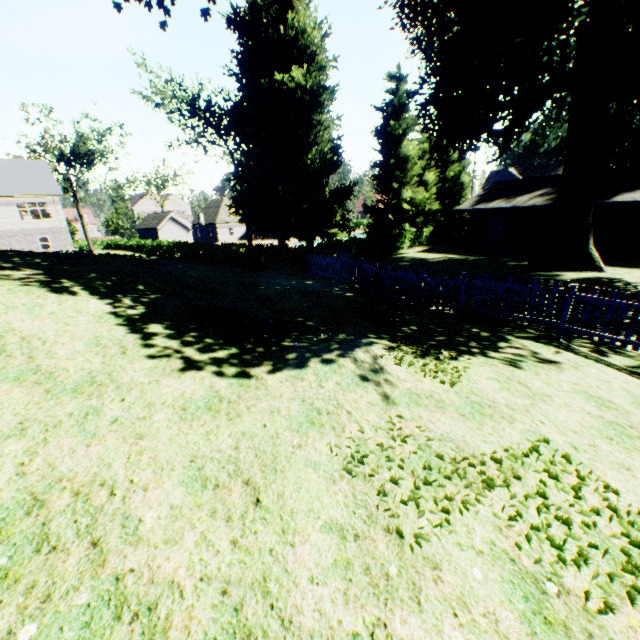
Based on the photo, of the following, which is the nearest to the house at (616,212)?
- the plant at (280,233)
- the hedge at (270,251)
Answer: the plant at (280,233)

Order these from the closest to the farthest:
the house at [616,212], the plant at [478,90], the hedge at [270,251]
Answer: the plant at [478,90] < the house at [616,212] < the hedge at [270,251]

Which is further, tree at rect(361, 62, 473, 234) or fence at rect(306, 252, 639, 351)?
tree at rect(361, 62, 473, 234)

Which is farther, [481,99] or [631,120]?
[631,120]

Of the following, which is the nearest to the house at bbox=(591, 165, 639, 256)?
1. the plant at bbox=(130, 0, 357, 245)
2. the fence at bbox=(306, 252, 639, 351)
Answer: the plant at bbox=(130, 0, 357, 245)

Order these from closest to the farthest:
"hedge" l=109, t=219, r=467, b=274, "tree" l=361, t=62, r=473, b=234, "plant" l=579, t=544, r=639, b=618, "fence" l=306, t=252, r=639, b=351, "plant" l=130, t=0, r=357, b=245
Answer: "plant" l=579, t=544, r=639, b=618
"fence" l=306, t=252, r=639, b=351
"hedge" l=109, t=219, r=467, b=274
"plant" l=130, t=0, r=357, b=245
"tree" l=361, t=62, r=473, b=234

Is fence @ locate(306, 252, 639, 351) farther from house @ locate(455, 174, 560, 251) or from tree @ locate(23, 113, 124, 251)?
house @ locate(455, 174, 560, 251)

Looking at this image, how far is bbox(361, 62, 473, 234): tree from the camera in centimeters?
3030cm
